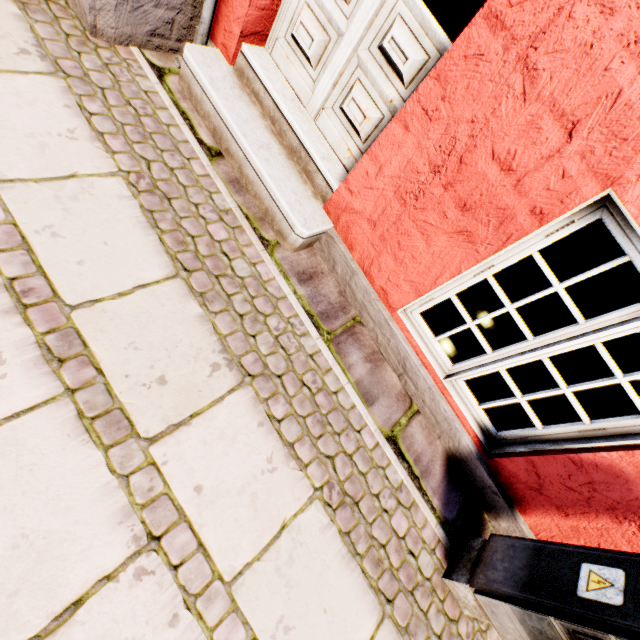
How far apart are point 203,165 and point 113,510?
1.9 meters
